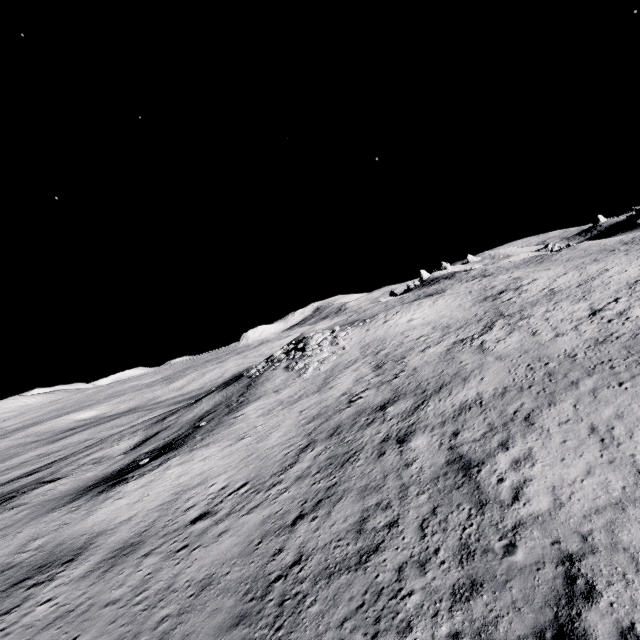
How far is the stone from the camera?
31.77m

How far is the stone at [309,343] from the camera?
31.8 meters

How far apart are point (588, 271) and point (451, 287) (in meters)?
17.78
